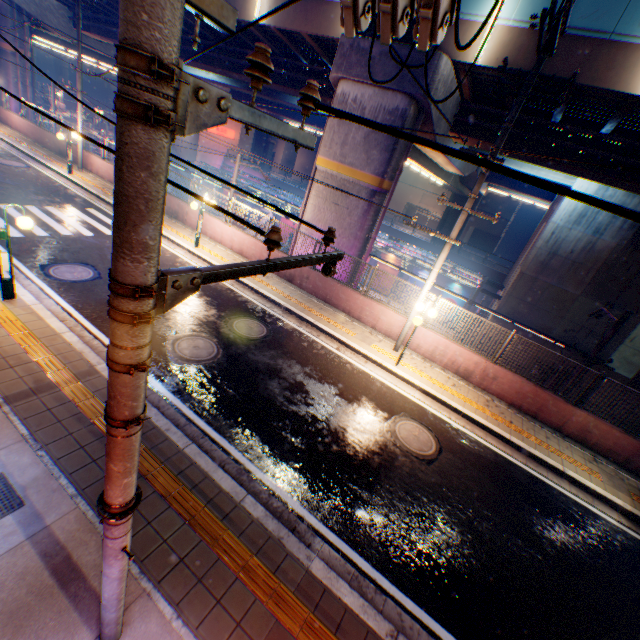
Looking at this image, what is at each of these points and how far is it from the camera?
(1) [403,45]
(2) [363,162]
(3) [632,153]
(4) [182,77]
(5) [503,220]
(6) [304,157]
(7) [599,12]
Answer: (1) overpass support, 11.0m
(2) overpass support, 12.7m
(3) overpass support, 11.8m
(4) electric pole, 1.3m
(5) building, 46.2m
(6) building, 59.6m
(7) overpass support, 9.1m

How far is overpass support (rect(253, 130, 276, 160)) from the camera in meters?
49.7 m

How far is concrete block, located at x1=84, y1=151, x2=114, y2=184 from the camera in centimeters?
1855cm

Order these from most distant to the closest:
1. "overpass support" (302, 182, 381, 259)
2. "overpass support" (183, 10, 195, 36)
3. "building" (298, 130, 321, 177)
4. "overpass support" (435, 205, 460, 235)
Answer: "building" (298, 130, 321, 177) → "overpass support" (435, 205, 460, 235) → "overpass support" (183, 10, 195, 36) → "overpass support" (302, 182, 381, 259)

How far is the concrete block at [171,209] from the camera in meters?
16.0 m

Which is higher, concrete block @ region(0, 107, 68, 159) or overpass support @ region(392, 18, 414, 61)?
overpass support @ region(392, 18, 414, 61)

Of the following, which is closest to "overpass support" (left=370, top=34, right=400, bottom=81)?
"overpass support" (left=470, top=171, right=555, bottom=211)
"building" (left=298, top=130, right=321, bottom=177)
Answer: "overpass support" (left=470, top=171, right=555, bottom=211)

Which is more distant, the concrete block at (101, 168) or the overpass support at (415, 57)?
the concrete block at (101, 168)
